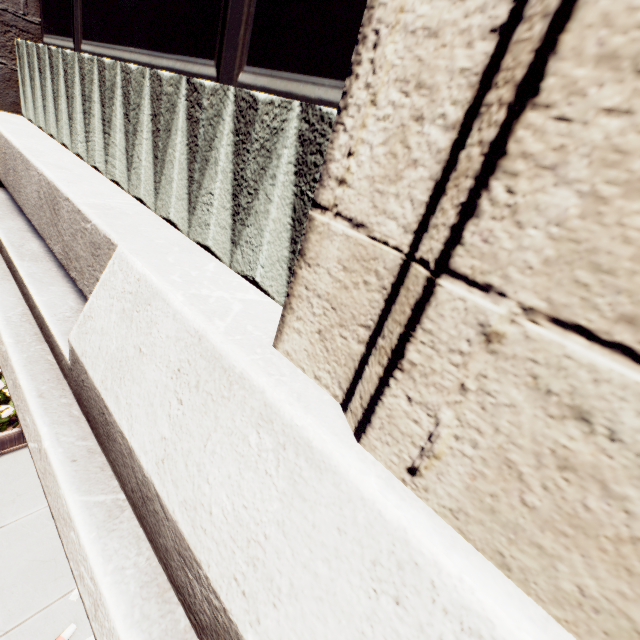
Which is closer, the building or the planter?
the building

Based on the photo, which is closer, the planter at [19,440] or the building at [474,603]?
the building at [474,603]

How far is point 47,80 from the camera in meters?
4.1

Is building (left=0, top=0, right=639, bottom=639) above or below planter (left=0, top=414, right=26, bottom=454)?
above

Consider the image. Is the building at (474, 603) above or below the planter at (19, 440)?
above
